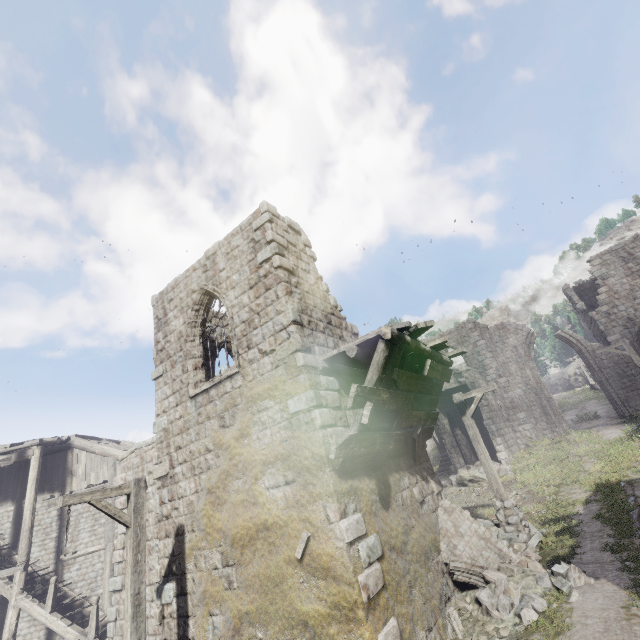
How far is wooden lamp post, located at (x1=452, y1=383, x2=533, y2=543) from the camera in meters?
9.8

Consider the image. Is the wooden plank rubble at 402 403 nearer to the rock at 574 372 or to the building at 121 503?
the building at 121 503

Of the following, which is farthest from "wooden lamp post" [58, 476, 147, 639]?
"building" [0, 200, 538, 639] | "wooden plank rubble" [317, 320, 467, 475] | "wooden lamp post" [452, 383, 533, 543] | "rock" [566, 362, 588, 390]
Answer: "rock" [566, 362, 588, 390]

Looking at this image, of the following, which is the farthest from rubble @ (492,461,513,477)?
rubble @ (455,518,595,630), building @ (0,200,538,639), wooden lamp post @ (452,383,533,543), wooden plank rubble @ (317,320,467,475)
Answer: wooden plank rubble @ (317,320,467,475)

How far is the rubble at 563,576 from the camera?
6.7m

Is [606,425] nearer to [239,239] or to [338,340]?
[338,340]

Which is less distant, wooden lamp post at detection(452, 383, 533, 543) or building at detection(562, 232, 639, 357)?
wooden lamp post at detection(452, 383, 533, 543)

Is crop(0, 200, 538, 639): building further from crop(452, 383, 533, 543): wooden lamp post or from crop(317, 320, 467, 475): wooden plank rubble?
crop(452, 383, 533, 543): wooden lamp post
